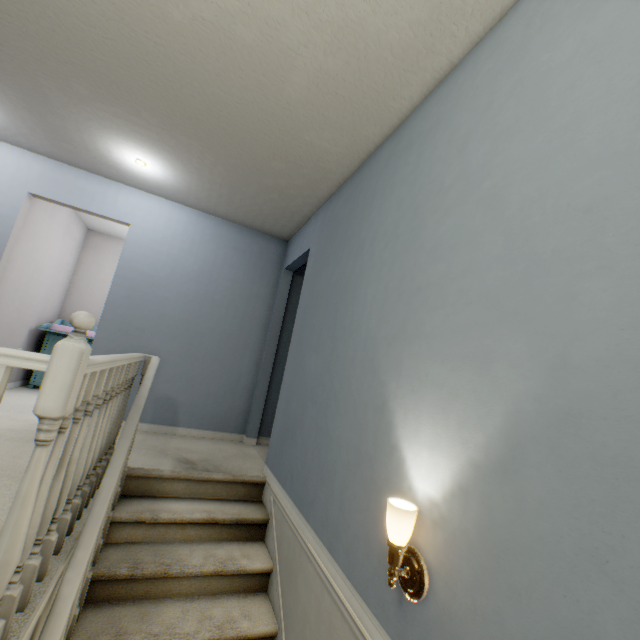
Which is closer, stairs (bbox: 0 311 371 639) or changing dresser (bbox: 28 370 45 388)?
stairs (bbox: 0 311 371 639)

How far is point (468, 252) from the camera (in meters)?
1.20

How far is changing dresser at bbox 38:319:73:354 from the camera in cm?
431

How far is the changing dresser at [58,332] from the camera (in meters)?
4.31

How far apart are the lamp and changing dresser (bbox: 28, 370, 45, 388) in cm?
468

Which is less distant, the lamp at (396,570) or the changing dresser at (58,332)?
the lamp at (396,570)
